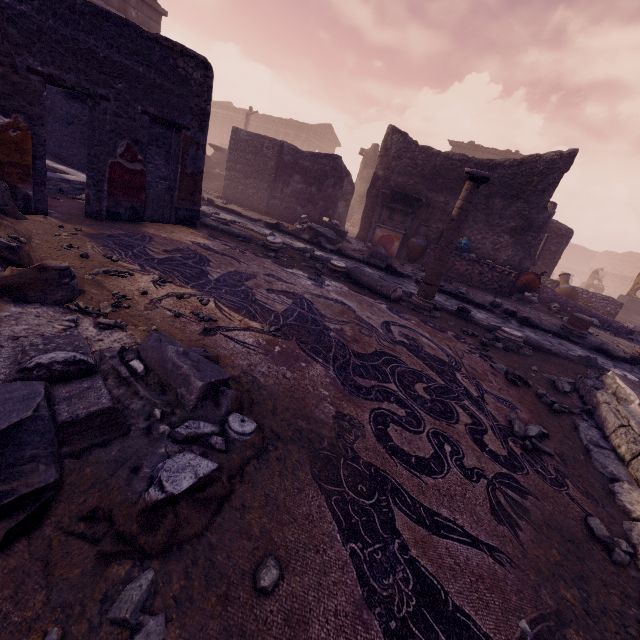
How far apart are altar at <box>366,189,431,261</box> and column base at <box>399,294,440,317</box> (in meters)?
4.91

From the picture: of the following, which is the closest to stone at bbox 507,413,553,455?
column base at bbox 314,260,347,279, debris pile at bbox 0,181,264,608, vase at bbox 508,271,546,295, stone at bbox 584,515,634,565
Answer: stone at bbox 584,515,634,565

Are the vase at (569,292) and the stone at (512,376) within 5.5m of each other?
no

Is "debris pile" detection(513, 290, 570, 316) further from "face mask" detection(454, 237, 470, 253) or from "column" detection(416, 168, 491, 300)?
"column" detection(416, 168, 491, 300)

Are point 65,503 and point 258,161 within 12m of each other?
no

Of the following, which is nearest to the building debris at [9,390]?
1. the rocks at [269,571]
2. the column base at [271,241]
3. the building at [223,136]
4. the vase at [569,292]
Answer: the rocks at [269,571]

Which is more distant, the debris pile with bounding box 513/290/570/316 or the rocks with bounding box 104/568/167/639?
Result: the debris pile with bounding box 513/290/570/316

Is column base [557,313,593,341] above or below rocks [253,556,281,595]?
above
